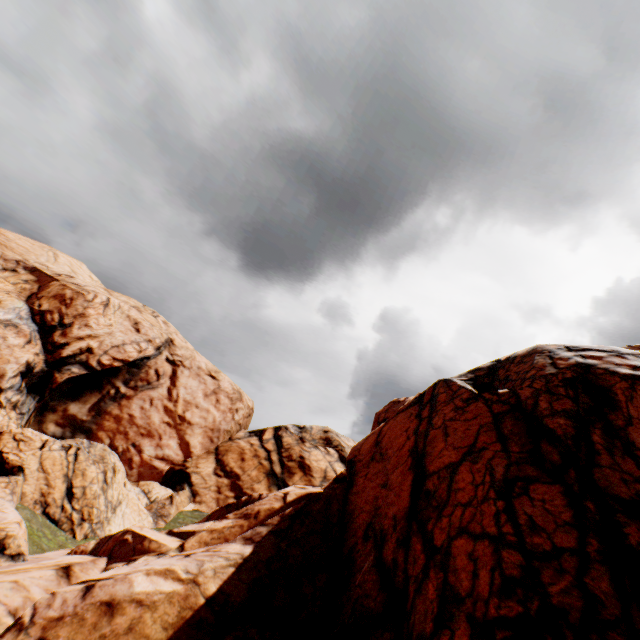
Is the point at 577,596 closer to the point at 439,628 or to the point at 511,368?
the point at 439,628
